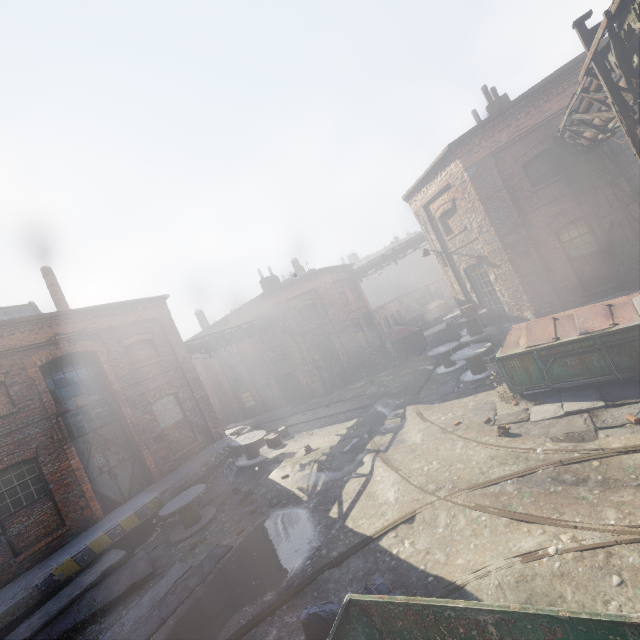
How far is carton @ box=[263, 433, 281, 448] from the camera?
14.6 meters

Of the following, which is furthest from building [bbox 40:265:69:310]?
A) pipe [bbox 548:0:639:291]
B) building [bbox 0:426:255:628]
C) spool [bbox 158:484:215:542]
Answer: pipe [bbox 548:0:639:291]

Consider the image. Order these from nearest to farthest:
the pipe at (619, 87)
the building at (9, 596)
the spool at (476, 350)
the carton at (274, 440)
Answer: the pipe at (619, 87)
the building at (9, 596)
the spool at (476, 350)
the carton at (274, 440)

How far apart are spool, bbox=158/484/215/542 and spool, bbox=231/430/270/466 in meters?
2.2

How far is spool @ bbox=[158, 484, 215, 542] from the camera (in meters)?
10.10

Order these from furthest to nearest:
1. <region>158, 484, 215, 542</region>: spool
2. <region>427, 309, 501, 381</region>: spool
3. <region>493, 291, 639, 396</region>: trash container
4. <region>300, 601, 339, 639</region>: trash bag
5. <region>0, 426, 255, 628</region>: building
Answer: <region>427, 309, 501, 381</region>: spool
<region>158, 484, 215, 542</region>: spool
<region>0, 426, 255, 628</region>: building
<region>493, 291, 639, 396</region>: trash container
<region>300, 601, 339, 639</region>: trash bag

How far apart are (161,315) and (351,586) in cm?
1371

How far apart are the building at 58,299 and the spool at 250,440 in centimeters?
947cm
